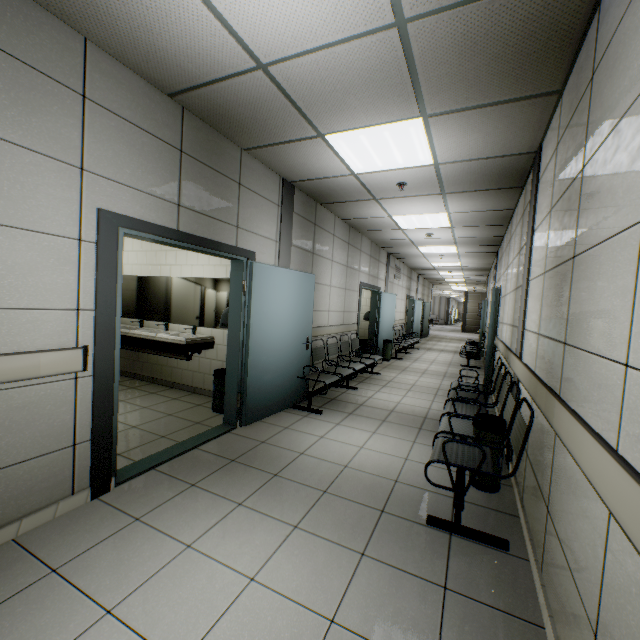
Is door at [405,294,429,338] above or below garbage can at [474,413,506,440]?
above

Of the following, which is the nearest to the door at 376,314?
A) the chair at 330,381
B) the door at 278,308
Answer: the chair at 330,381

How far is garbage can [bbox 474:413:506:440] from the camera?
2.8 meters

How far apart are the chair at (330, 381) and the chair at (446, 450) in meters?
1.6

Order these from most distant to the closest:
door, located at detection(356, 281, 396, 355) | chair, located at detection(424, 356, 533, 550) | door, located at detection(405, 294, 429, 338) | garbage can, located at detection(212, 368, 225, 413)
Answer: door, located at detection(405, 294, 429, 338) < door, located at detection(356, 281, 396, 355) < garbage can, located at detection(212, 368, 225, 413) < chair, located at detection(424, 356, 533, 550)

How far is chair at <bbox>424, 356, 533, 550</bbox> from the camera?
2.3 meters

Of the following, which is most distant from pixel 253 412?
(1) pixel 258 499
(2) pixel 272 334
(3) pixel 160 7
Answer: (3) pixel 160 7
